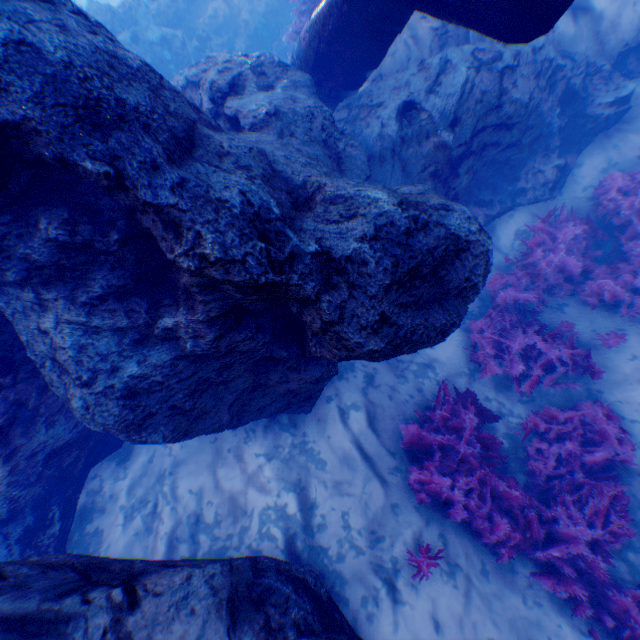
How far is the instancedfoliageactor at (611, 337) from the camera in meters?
5.8

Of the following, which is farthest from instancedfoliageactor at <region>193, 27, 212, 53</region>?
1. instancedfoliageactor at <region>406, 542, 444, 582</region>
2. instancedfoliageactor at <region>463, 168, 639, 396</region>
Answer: instancedfoliageactor at <region>406, 542, 444, 582</region>

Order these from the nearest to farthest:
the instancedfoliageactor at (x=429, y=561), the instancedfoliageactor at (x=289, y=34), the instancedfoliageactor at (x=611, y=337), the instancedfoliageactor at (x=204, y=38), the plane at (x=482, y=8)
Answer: the plane at (x=482, y=8), the instancedfoliageactor at (x=429, y=561), the instancedfoliageactor at (x=611, y=337), the instancedfoliageactor at (x=289, y=34), the instancedfoliageactor at (x=204, y=38)

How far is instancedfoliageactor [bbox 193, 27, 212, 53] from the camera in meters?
12.2 m

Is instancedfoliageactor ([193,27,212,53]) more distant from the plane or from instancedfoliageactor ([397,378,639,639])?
instancedfoliageactor ([397,378,639,639])

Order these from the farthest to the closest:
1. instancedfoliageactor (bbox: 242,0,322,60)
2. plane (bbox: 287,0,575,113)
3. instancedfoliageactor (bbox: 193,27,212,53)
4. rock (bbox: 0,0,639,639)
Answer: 1. instancedfoliageactor (bbox: 193,27,212,53)
2. instancedfoliageactor (bbox: 242,0,322,60)
3. plane (bbox: 287,0,575,113)
4. rock (bbox: 0,0,639,639)

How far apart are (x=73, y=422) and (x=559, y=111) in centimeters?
1074cm

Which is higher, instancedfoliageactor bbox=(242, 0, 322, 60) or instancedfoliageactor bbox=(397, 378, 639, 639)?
instancedfoliageactor bbox=(242, 0, 322, 60)
